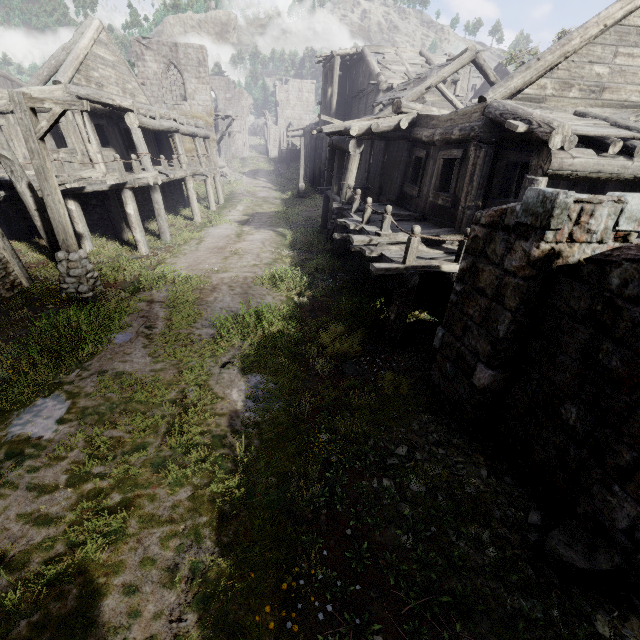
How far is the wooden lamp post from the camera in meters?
7.1 m

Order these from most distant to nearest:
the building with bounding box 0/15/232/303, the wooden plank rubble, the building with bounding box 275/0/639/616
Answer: the wooden plank rubble
the building with bounding box 0/15/232/303
the building with bounding box 275/0/639/616

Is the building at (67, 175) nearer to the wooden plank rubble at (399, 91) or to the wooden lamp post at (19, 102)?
the wooden plank rubble at (399, 91)

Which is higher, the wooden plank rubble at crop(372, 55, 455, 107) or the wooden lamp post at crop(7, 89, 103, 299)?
the wooden plank rubble at crop(372, 55, 455, 107)

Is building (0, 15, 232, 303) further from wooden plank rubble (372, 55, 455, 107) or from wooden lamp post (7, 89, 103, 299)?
wooden lamp post (7, 89, 103, 299)

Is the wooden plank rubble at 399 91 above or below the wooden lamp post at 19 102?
above

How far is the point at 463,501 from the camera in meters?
4.1

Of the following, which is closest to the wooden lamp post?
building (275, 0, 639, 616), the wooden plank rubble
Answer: building (275, 0, 639, 616)
